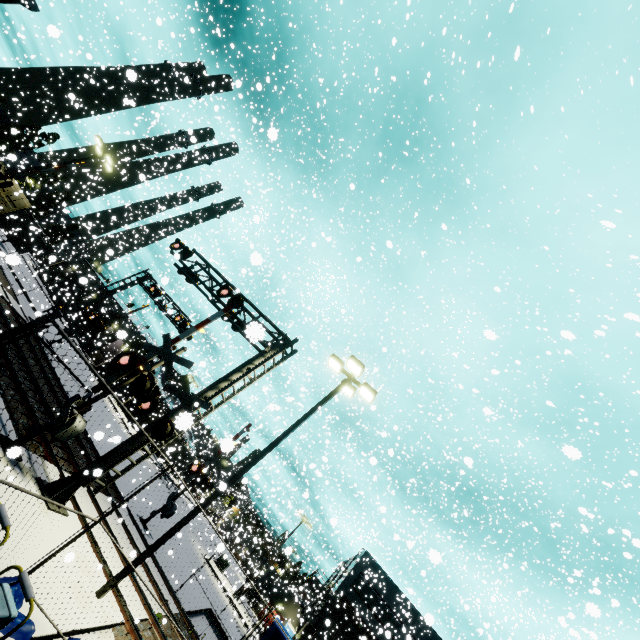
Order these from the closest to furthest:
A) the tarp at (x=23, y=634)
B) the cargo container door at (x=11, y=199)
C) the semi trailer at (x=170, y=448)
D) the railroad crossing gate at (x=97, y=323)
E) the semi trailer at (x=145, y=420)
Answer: the tarp at (x=23, y=634)
the cargo container door at (x=11, y=199)
the railroad crossing gate at (x=97, y=323)
the semi trailer at (x=170, y=448)
the semi trailer at (x=145, y=420)

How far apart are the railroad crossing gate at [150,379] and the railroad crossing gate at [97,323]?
13.63m

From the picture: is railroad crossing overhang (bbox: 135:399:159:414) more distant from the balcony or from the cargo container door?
the balcony

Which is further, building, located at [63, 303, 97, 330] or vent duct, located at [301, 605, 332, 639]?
building, located at [63, 303, 97, 330]

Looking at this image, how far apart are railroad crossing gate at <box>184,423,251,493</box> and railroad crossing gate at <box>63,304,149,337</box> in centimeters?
1363cm

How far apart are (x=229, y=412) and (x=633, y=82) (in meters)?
53.39

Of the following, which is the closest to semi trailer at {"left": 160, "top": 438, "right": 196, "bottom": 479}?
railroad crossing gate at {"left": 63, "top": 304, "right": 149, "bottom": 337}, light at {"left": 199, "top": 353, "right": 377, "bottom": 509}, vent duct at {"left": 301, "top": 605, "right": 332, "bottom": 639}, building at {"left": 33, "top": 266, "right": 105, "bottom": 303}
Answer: building at {"left": 33, "top": 266, "right": 105, "bottom": 303}

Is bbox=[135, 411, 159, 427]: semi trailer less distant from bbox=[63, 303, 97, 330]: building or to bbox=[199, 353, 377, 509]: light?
bbox=[63, 303, 97, 330]: building
